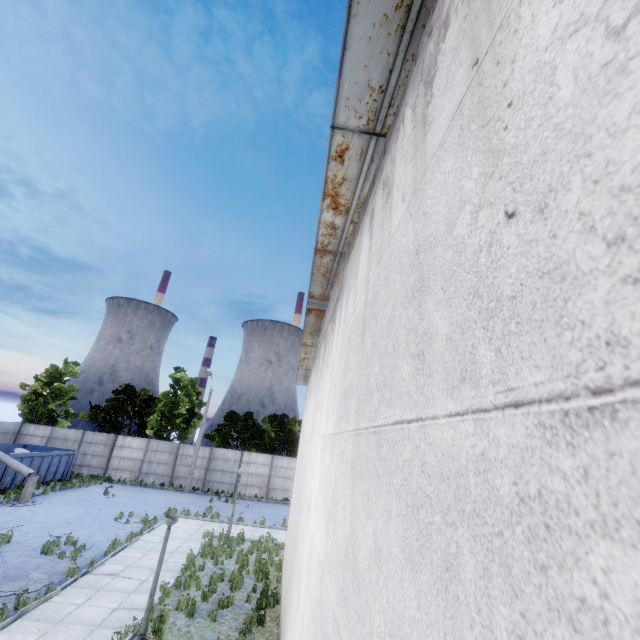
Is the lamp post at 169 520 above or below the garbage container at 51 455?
above

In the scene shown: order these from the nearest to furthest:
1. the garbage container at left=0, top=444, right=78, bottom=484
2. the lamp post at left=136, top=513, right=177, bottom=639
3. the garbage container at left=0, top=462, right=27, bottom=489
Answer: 1. the lamp post at left=136, top=513, right=177, bottom=639
2. the garbage container at left=0, top=462, right=27, bottom=489
3. the garbage container at left=0, top=444, right=78, bottom=484

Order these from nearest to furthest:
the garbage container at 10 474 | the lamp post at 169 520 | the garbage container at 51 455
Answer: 1. the lamp post at 169 520
2. the garbage container at 10 474
3. the garbage container at 51 455

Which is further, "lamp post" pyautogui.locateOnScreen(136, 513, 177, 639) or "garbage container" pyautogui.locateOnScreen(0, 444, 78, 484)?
"garbage container" pyautogui.locateOnScreen(0, 444, 78, 484)

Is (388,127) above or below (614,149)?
above

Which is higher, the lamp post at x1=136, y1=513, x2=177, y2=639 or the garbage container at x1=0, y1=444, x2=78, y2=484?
the lamp post at x1=136, y1=513, x2=177, y2=639

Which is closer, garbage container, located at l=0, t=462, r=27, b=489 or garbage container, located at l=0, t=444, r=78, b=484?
garbage container, located at l=0, t=462, r=27, b=489
